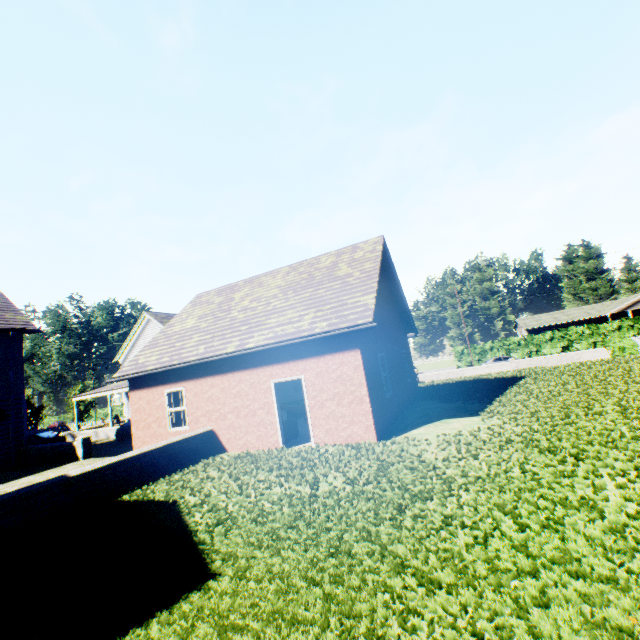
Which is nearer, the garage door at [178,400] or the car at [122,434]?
the garage door at [178,400]

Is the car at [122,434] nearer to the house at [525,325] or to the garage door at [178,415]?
the garage door at [178,415]

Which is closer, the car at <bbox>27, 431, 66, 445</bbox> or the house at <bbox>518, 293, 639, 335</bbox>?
the car at <bbox>27, 431, 66, 445</bbox>

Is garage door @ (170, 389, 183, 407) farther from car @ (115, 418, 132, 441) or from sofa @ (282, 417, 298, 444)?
car @ (115, 418, 132, 441)

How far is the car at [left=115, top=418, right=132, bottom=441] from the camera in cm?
2167

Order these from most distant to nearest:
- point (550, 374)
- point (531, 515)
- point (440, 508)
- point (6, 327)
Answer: point (6, 327) < point (550, 374) < point (440, 508) < point (531, 515)

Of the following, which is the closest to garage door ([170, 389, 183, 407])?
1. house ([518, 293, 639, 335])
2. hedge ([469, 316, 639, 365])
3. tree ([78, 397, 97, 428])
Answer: tree ([78, 397, 97, 428])

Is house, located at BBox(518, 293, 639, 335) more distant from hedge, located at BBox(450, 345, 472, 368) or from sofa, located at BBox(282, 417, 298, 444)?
sofa, located at BBox(282, 417, 298, 444)
